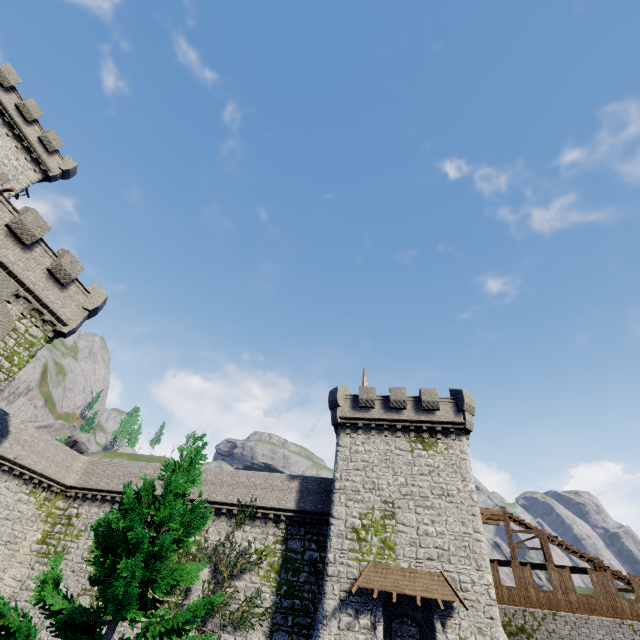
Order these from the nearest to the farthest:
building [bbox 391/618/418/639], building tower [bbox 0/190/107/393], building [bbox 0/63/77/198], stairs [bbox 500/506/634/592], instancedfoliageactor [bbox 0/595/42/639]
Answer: instancedfoliageactor [bbox 0/595/42/639] → building tower [bbox 0/190/107/393] → stairs [bbox 500/506/634/592] → building [bbox 391/618/418/639] → building [bbox 0/63/77/198]

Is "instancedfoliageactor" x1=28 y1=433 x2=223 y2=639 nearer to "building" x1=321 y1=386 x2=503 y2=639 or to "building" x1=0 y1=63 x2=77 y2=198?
"building" x1=321 y1=386 x2=503 y2=639

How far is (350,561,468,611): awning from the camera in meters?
17.9

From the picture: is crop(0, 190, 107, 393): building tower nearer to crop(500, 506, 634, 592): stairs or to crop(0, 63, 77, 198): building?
crop(0, 63, 77, 198): building

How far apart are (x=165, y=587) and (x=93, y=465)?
29.0 meters

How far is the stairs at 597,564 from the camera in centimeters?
1951cm

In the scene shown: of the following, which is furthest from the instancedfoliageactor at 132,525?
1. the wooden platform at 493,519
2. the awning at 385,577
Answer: the wooden platform at 493,519

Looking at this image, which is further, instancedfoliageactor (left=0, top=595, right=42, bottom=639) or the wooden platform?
the wooden platform
